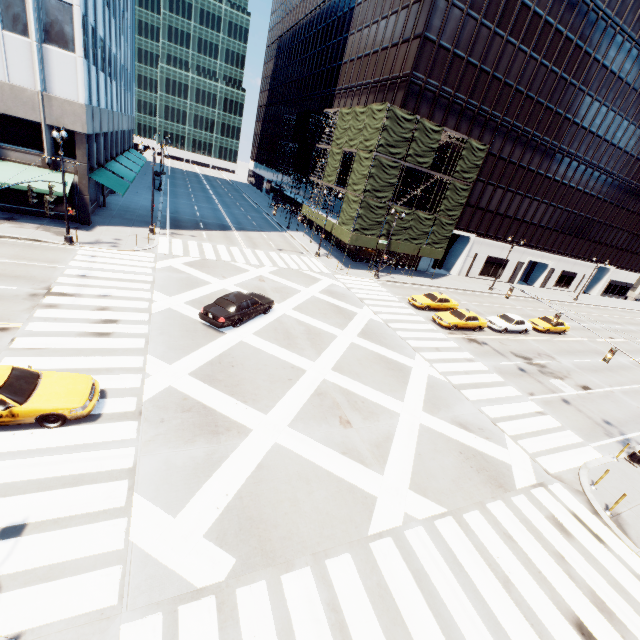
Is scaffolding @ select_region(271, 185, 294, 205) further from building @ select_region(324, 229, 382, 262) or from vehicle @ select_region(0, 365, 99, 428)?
vehicle @ select_region(0, 365, 99, 428)

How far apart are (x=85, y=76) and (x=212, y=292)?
19.07m

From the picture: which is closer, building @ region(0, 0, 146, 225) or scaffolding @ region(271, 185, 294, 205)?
building @ region(0, 0, 146, 225)

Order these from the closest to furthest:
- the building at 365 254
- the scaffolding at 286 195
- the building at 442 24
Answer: the building at 442 24 → the building at 365 254 → the scaffolding at 286 195

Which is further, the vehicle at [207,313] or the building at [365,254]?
the building at [365,254]

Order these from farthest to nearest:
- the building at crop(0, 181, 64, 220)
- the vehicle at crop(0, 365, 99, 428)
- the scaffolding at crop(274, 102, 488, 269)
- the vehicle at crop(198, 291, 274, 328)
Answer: the scaffolding at crop(274, 102, 488, 269) → the building at crop(0, 181, 64, 220) → the vehicle at crop(198, 291, 274, 328) → the vehicle at crop(0, 365, 99, 428)

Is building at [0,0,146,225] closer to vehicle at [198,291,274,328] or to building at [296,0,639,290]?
vehicle at [198,291,274,328]

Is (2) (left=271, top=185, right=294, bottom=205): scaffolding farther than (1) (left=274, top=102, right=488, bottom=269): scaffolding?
Yes
